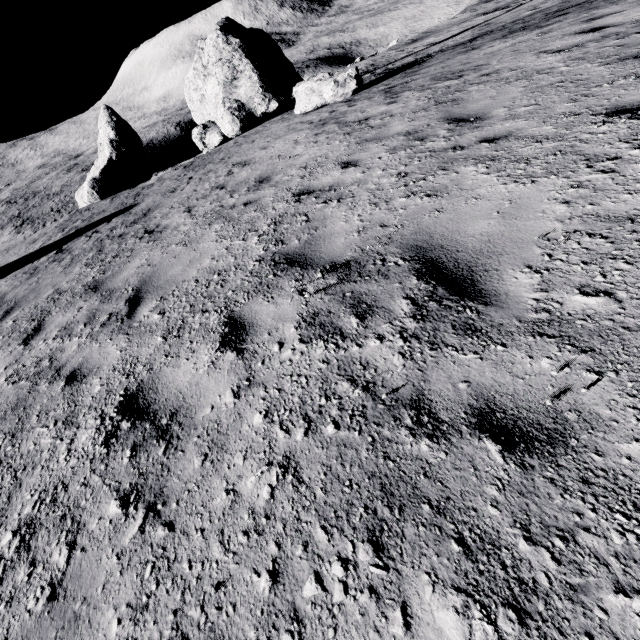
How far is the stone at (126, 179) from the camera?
23.5 meters

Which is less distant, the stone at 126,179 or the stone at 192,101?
the stone at 192,101

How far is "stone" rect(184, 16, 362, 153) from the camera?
13.2 meters

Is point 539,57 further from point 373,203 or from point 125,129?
point 125,129

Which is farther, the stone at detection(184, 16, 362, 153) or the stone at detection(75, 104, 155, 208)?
the stone at detection(75, 104, 155, 208)

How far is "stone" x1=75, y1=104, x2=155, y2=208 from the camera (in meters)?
23.52
